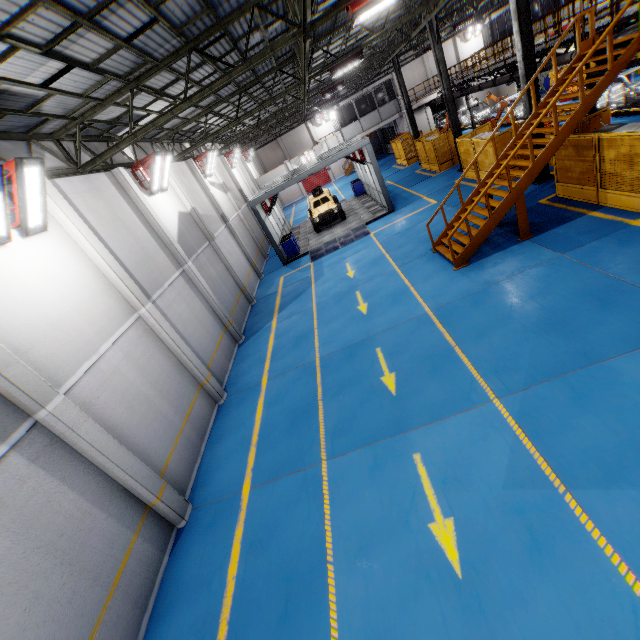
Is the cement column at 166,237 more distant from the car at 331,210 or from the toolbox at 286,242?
the car at 331,210

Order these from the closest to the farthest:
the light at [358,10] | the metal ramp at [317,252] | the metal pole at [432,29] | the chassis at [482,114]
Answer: the light at [358,10], the metal pole at [432,29], the metal ramp at [317,252], the chassis at [482,114]

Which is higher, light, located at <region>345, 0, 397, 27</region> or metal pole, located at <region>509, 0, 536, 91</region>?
light, located at <region>345, 0, 397, 27</region>

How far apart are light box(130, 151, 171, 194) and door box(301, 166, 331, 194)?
34.6 meters

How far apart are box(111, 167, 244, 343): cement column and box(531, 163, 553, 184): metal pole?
14.6 meters

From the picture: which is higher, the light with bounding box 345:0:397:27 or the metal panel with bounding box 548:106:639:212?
the light with bounding box 345:0:397:27

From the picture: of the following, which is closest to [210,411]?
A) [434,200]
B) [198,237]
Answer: [198,237]

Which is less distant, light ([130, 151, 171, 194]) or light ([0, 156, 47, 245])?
light ([0, 156, 47, 245])
